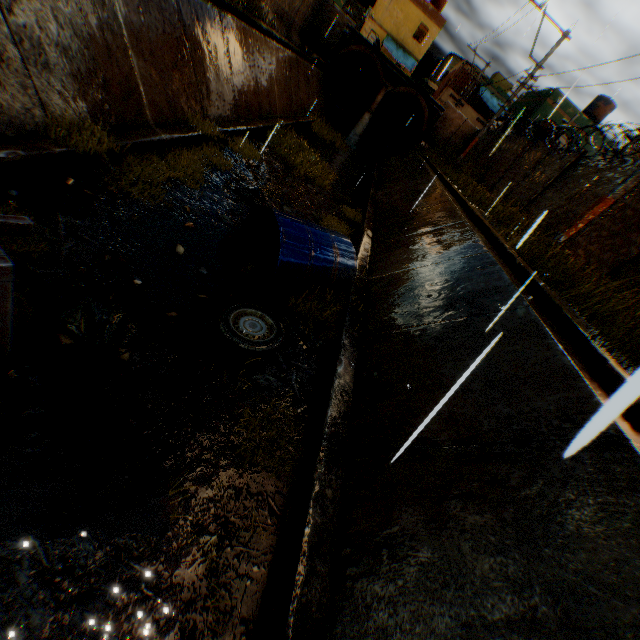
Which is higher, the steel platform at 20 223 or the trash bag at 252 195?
the steel platform at 20 223

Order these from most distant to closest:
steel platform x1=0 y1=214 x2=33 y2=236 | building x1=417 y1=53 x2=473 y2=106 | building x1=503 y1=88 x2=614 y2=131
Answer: building x1=417 y1=53 x2=473 y2=106 → building x1=503 y1=88 x2=614 y2=131 → steel platform x1=0 y1=214 x2=33 y2=236

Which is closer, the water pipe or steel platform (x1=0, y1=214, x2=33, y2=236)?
steel platform (x1=0, y1=214, x2=33, y2=236)

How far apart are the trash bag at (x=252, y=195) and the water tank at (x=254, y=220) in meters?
1.2 m

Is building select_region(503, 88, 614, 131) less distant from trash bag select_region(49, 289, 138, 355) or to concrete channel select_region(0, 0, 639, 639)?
concrete channel select_region(0, 0, 639, 639)

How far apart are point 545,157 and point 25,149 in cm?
1677

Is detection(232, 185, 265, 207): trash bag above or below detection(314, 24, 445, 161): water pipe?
below

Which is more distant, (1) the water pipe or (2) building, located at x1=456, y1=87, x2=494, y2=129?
(2) building, located at x1=456, y1=87, x2=494, y2=129
